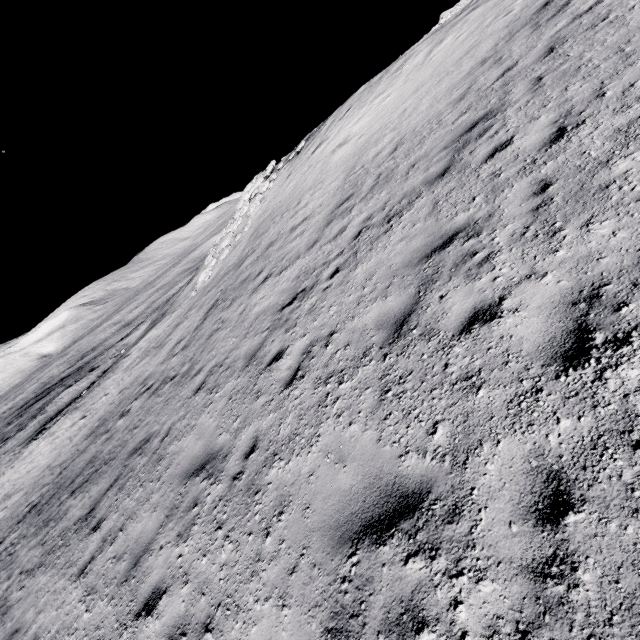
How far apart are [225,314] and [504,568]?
10.7 meters
